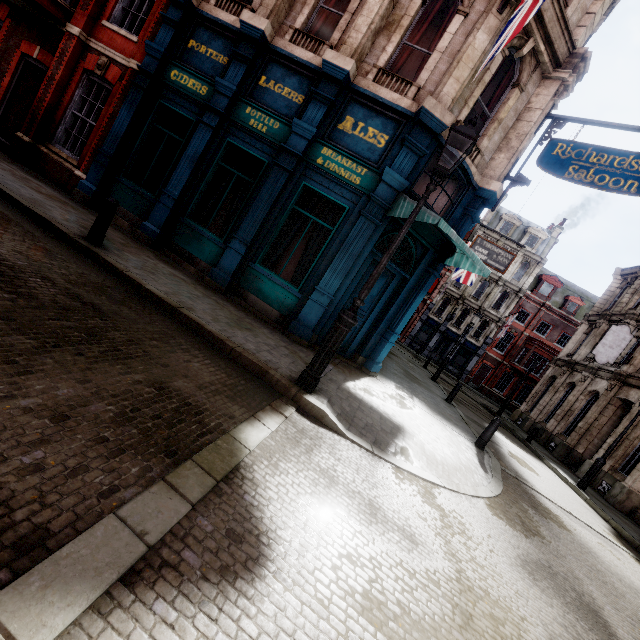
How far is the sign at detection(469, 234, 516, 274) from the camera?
15.6 meters

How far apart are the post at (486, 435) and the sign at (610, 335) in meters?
13.9 m

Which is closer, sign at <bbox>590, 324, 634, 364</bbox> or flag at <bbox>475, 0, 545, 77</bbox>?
flag at <bbox>475, 0, 545, 77</bbox>

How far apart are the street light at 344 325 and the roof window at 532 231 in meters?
39.1

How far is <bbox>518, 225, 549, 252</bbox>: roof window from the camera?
36.9 meters

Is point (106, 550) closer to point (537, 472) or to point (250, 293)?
point (250, 293)

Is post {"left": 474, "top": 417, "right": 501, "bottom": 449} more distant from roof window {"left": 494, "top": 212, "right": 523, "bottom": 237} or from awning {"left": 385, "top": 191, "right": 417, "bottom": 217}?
roof window {"left": 494, "top": 212, "right": 523, "bottom": 237}

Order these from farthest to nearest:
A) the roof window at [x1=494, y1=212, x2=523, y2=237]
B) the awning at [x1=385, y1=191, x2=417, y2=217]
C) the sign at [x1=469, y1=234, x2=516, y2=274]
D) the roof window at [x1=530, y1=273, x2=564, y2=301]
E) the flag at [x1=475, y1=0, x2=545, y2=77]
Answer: the roof window at [x1=494, y1=212, x2=523, y2=237] → the roof window at [x1=530, y1=273, x2=564, y2=301] → the sign at [x1=469, y1=234, x2=516, y2=274] → the awning at [x1=385, y1=191, x2=417, y2=217] → the flag at [x1=475, y1=0, x2=545, y2=77]
